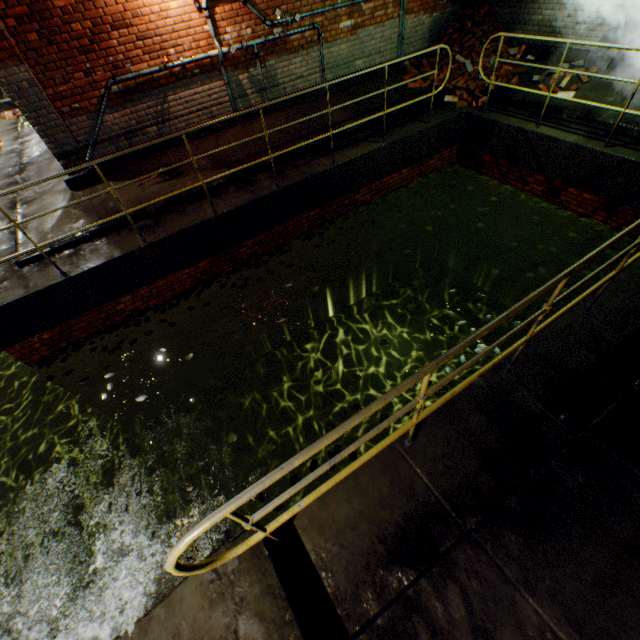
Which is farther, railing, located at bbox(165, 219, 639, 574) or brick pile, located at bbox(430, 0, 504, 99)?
brick pile, located at bbox(430, 0, 504, 99)

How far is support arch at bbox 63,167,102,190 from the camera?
5.8 meters

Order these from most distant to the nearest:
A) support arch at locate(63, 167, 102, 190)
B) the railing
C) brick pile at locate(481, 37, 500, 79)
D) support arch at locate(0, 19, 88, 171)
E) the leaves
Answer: brick pile at locate(481, 37, 500, 79) → support arch at locate(63, 167, 102, 190) → support arch at locate(0, 19, 88, 171) → the leaves → the railing

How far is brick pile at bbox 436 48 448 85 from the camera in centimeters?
801cm

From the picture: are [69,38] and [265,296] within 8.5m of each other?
yes

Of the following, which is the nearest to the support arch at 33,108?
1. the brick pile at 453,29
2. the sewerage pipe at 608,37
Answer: the brick pile at 453,29

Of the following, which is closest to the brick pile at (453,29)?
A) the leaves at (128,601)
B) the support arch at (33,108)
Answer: the support arch at (33,108)

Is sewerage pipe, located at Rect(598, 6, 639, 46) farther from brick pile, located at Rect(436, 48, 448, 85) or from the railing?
the railing
